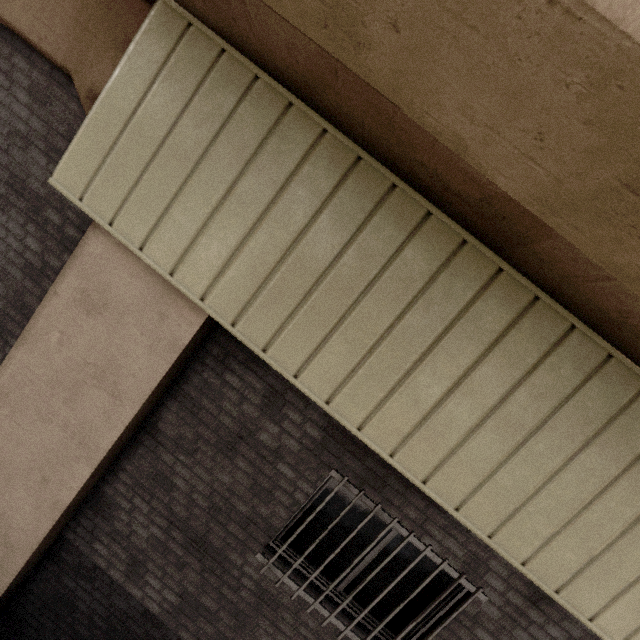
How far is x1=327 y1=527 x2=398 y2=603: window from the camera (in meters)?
3.27

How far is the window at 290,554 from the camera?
3.4 meters

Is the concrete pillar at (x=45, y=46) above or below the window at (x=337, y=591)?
above

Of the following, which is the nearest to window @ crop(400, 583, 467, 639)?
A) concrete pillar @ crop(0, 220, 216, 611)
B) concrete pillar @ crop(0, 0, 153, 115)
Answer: concrete pillar @ crop(0, 220, 216, 611)

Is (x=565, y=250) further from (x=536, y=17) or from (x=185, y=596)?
(x=185, y=596)
